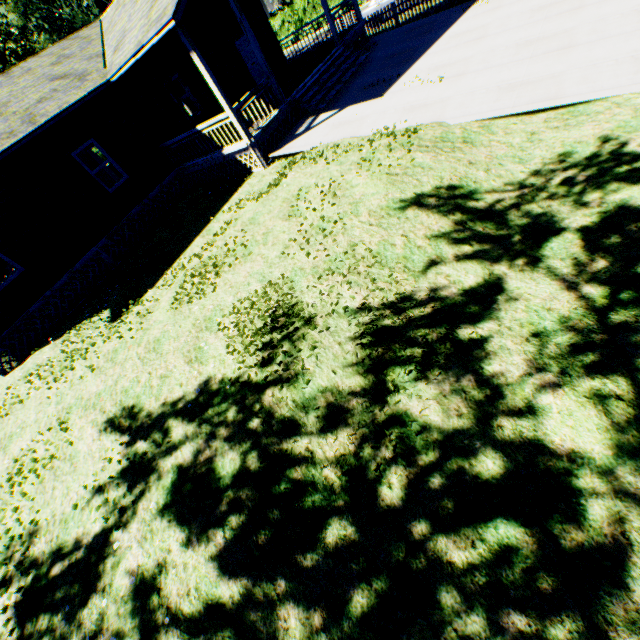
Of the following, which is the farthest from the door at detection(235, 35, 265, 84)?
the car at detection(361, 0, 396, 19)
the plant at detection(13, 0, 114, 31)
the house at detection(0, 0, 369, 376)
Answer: the plant at detection(13, 0, 114, 31)

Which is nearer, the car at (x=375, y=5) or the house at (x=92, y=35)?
Result: the house at (x=92, y=35)

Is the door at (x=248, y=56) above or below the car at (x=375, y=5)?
above

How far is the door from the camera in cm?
1597

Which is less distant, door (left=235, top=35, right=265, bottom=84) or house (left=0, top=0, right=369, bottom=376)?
house (left=0, top=0, right=369, bottom=376)

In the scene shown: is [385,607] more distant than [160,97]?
No
